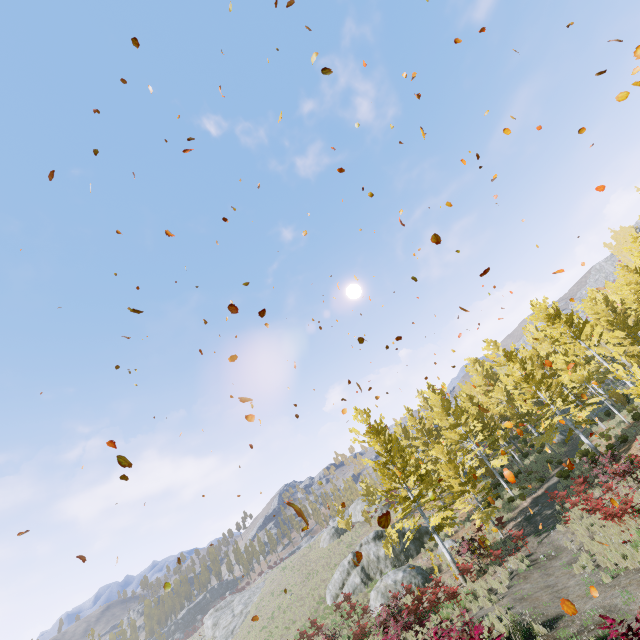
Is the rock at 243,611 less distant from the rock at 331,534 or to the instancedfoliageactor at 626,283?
the instancedfoliageactor at 626,283

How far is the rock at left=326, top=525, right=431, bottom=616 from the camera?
20.61m

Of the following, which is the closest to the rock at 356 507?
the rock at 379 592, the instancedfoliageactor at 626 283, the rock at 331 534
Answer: the rock at 331 534

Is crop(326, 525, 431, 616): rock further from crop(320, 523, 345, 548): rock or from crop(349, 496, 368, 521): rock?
crop(349, 496, 368, 521): rock

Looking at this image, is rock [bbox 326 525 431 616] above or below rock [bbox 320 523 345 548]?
below

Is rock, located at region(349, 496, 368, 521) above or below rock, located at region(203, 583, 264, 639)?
above

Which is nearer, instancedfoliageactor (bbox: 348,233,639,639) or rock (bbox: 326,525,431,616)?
instancedfoliageactor (bbox: 348,233,639,639)

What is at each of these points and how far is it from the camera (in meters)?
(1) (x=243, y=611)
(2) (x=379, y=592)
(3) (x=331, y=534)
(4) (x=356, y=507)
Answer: (1) rock, 48.09
(2) rock, 20.72
(3) rock, 43.72
(4) rock, 48.00
